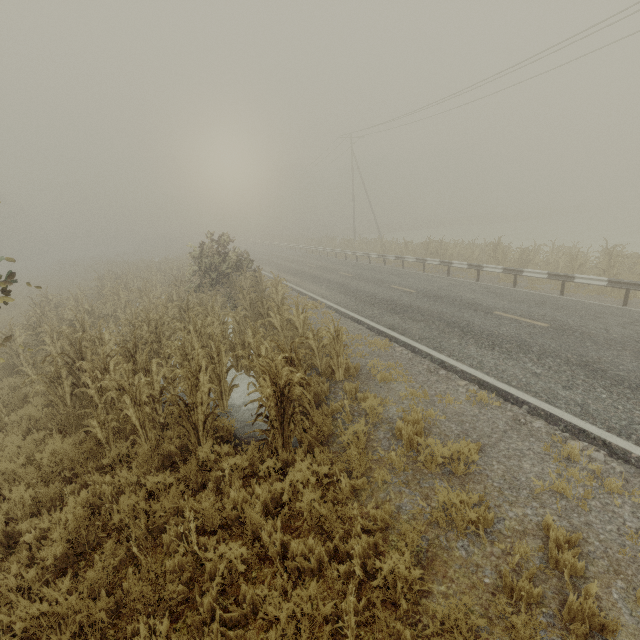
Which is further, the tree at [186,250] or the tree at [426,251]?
the tree at [426,251]

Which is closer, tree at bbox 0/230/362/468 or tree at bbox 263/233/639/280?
tree at bbox 0/230/362/468

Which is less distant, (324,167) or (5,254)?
(324,167)
